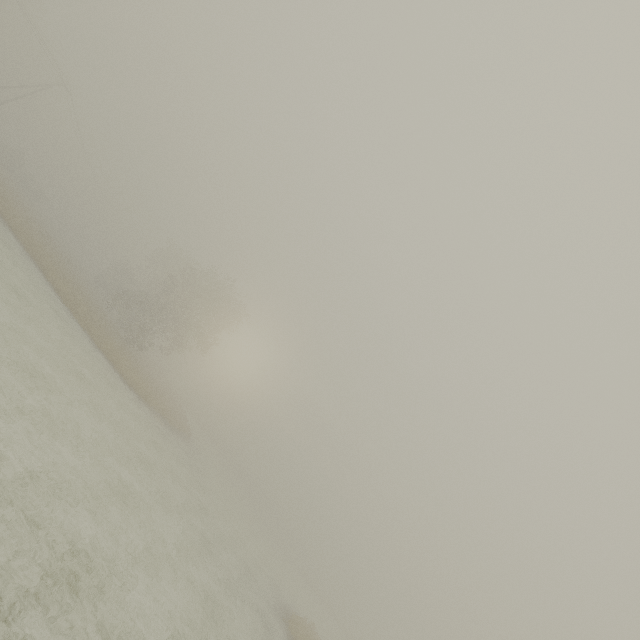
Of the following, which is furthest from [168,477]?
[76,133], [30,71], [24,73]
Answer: [30,71]

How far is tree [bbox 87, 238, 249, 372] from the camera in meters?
34.2

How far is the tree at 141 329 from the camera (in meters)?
34.25
